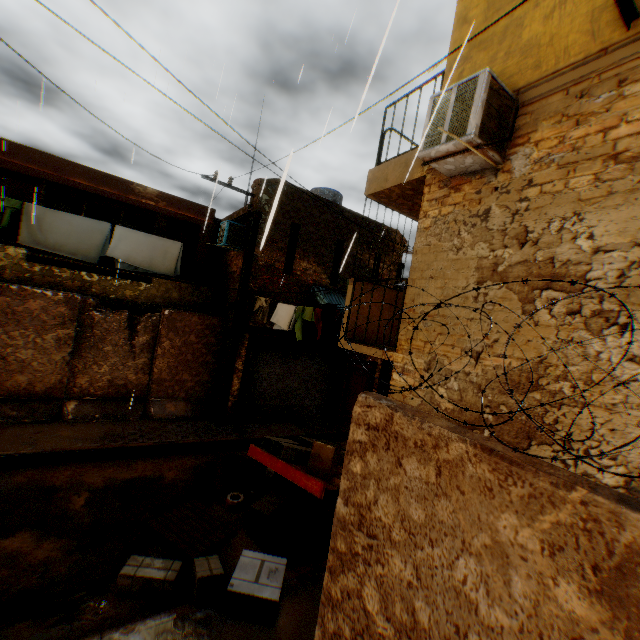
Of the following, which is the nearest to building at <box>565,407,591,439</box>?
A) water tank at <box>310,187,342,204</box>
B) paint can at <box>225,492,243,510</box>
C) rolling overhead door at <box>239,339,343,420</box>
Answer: rolling overhead door at <box>239,339,343,420</box>

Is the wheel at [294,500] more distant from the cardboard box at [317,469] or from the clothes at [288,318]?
the clothes at [288,318]

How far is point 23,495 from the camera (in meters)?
5.80

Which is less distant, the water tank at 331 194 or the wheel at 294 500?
the wheel at 294 500

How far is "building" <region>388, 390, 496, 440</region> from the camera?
3.8 meters

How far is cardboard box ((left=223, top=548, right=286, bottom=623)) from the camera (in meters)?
4.02

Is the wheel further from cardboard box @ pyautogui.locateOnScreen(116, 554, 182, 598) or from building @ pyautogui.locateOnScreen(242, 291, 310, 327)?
building @ pyautogui.locateOnScreen(242, 291, 310, 327)
